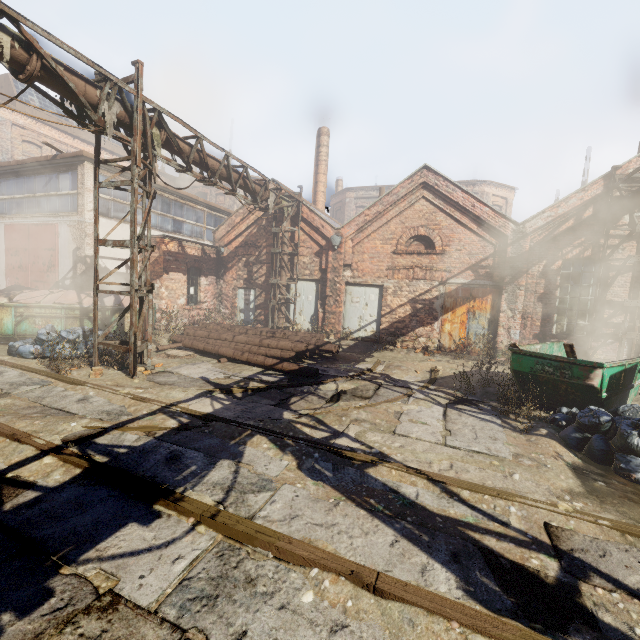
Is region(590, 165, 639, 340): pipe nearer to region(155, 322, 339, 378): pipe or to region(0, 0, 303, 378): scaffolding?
region(0, 0, 303, 378): scaffolding

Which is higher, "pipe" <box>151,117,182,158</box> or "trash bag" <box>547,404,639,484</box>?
"pipe" <box>151,117,182,158</box>

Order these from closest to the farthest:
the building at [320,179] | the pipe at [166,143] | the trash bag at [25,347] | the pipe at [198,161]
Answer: the pipe at [166,143] < the trash bag at [25,347] < the pipe at [198,161] < the building at [320,179]

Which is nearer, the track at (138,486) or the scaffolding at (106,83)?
the track at (138,486)

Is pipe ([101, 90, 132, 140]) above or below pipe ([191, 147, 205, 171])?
below

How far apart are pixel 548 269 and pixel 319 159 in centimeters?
1562cm

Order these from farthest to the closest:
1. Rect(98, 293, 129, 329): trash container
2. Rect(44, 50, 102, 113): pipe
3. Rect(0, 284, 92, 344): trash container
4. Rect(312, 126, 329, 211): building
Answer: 1. Rect(312, 126, 329, 211): building
2. Rect(98, 293, 129, 329): trash container
3. Rect(0, 284, 92, 344): trash container
4. Rect(44, 50, 102, 113): pipe

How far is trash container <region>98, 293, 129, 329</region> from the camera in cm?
1057
